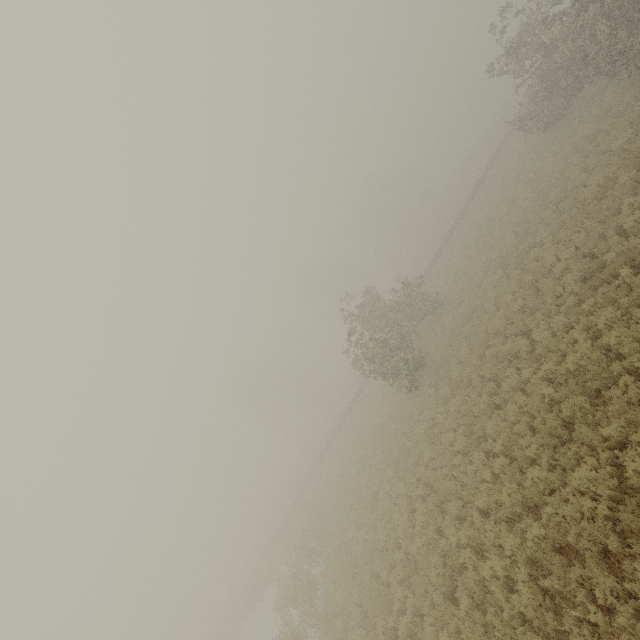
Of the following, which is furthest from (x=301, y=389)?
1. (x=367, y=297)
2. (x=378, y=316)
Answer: (x=367, y=297)

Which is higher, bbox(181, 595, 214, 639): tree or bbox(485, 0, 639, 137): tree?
bbox(485, 0, 639, 137): tree

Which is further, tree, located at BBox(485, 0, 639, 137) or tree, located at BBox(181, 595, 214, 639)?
tree, located at BBox(181, 595, 214, 639)

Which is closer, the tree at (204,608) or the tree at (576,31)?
the tree at (576,31)

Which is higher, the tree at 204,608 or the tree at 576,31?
the tree at 576,31
